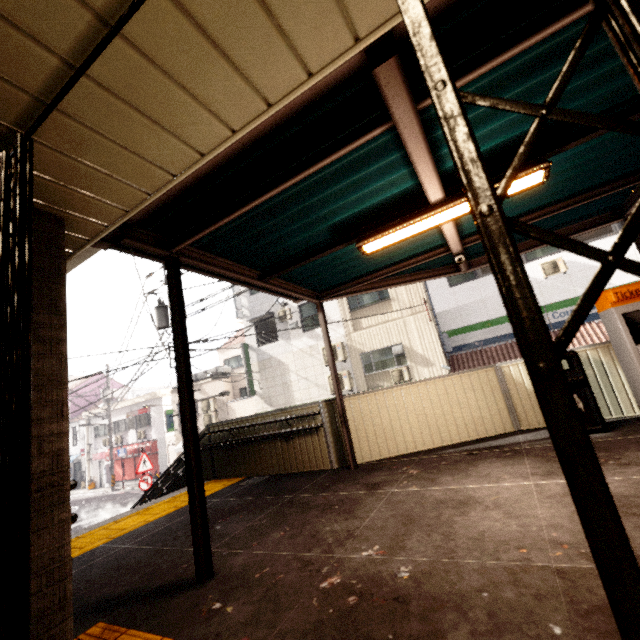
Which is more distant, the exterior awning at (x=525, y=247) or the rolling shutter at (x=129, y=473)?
the rolling shutter at (x=129, y=473)

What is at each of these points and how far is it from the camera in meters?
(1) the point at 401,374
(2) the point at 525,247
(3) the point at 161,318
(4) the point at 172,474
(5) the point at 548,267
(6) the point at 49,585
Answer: (1) air conditioner, 13.6
(2) exterior awning, 5.7
(3) utility pole, 10.4
(4) stairs, 7.7
(5) air conditioner, 12.2
(6) concrete pillar, 1.8

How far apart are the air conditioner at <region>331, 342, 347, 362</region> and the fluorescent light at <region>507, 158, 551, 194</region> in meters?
11.0 m

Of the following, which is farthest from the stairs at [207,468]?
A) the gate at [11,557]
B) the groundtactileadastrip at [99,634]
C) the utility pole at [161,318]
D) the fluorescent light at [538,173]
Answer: the fluorescent light at [538,173]

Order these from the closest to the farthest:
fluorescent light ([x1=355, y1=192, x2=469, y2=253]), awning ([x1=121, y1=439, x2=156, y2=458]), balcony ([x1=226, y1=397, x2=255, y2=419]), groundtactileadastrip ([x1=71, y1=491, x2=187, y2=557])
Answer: fluorescent light ([x1=355, y1=192, x2=469, y2=253]) → groundtactileadastrip ([x1=71, y1=491, x2=187, y2=557]) → balcony ([x1=226, y1=397, x2=255, y2=419]) → awning ([x1=121, y1=439, x2=156, y2=458])

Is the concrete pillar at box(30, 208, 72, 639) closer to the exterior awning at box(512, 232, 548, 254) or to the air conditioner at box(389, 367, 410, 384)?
the exterior awning at box(512, 232, 548, 254)

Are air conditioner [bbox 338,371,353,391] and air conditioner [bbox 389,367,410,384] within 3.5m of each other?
yes

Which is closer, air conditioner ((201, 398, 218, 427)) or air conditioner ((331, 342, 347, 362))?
air conditioner ((331, 342, 347, 362))
